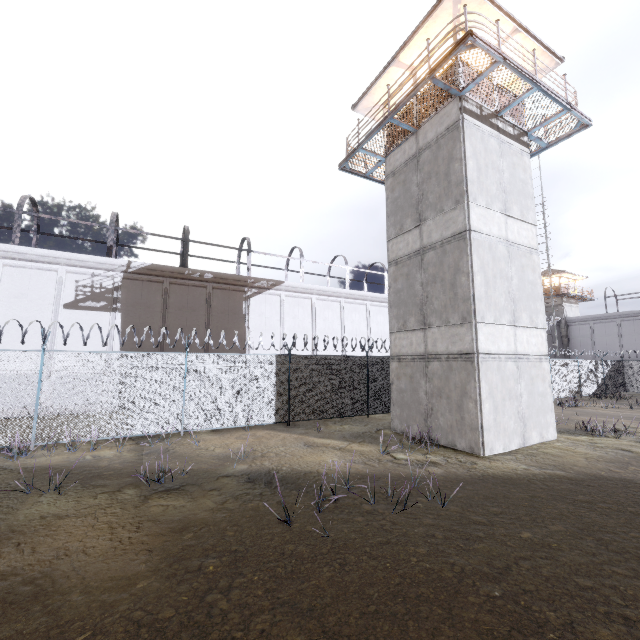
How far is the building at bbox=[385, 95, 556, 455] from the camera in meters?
10.1

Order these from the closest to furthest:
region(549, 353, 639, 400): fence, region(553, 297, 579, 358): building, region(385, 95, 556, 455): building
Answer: region(385, 95, 556, 455): building
region(549, 353, 639, 400): fence
region(553, 297, 579, 358): building

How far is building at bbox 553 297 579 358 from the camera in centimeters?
3972cm

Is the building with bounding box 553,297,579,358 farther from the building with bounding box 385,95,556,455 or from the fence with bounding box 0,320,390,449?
the building with bounding box 385,95,556,455

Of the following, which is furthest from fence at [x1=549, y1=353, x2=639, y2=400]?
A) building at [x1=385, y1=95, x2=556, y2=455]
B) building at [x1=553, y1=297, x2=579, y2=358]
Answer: building at [x1=553, y1=297, x2=579, y2=358]

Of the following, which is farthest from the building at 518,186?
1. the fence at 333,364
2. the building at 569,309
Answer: the building at 569,309

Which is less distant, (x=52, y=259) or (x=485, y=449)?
(x=485, y=449)
